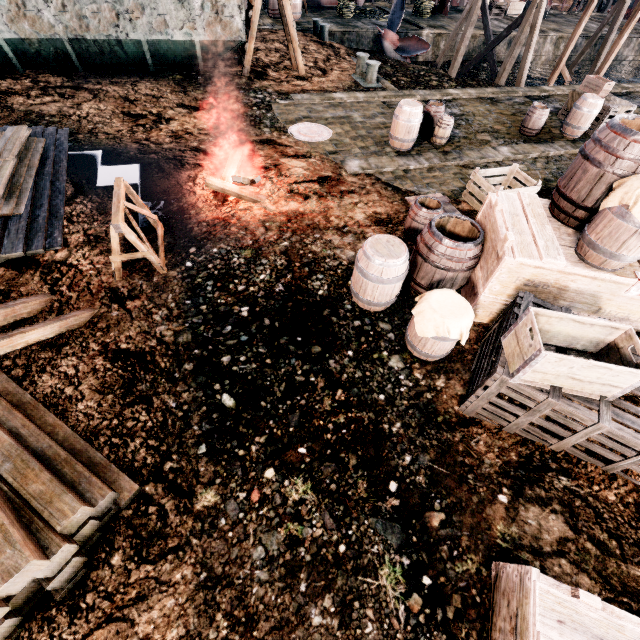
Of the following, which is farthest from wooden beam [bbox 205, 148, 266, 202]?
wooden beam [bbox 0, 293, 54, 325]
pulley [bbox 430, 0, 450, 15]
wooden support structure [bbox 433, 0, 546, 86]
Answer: pulley [bbox 430, 0, 450, 15]

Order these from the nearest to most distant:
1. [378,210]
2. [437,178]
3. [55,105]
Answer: [378,210] → [437,178] → [55,105]

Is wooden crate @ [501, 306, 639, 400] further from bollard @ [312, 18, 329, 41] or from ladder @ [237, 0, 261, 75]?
bollard @ [312, 18, 329, 41]

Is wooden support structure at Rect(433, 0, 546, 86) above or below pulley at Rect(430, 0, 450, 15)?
above

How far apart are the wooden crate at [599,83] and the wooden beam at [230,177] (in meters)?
15.07

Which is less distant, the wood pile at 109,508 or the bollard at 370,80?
the wood pile at 109,508

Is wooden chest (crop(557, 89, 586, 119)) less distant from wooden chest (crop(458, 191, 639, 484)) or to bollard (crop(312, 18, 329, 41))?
wooden chest (crop(458, 191, 639, 484))

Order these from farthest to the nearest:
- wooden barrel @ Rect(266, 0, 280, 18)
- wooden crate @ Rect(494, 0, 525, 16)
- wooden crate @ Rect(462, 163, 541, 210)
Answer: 1. wooden crate @ Rect(494, 0, 525, 16)
2. wooden barrel @ Rect(266, 0, 280, 18)
3. wooden crate @ Rect(462, 163, 541, 210)
